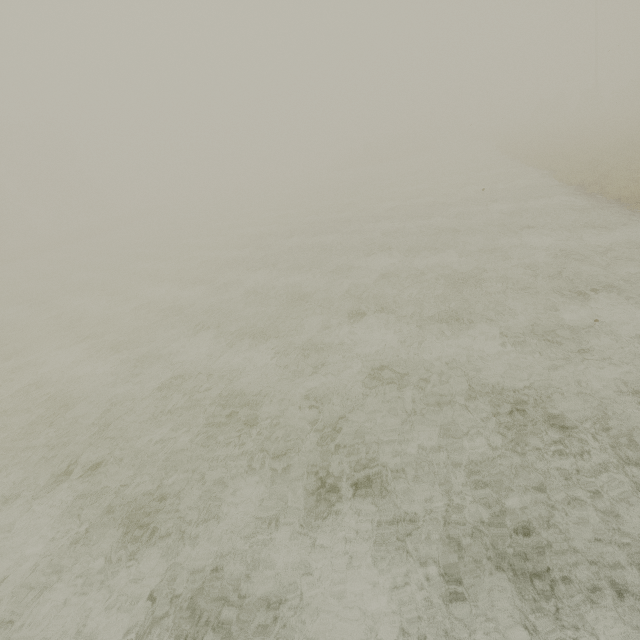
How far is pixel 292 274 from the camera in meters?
13.3
